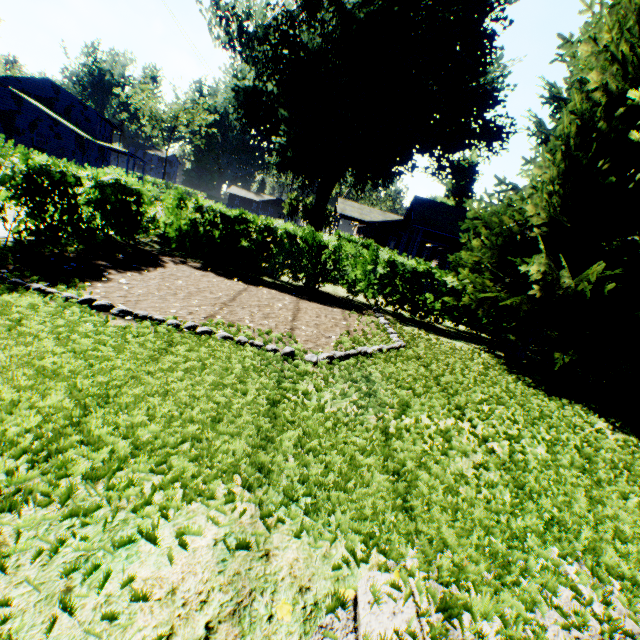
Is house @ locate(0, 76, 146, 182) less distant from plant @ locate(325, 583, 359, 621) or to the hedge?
plant @ locate(325, 583, 359, 621)

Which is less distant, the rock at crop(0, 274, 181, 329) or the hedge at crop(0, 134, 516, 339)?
the rock at crop(0, 274, 181, 329)

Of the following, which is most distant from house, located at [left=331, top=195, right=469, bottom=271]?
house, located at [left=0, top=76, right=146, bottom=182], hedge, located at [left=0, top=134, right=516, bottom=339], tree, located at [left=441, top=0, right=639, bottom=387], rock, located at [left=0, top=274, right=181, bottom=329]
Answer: house, located at [left=0, top=76, right=146, bottom=182]

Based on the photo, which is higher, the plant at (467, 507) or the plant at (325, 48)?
the plant at (325, 48)

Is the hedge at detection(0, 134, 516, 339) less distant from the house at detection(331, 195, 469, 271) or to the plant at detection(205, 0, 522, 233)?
the plant at detection(205, 0, 522, 233)

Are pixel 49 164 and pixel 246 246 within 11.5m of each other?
yes

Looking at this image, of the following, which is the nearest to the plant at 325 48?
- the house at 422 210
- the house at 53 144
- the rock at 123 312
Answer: the house at 53 144

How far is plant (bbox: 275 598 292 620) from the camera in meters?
1.7 m
